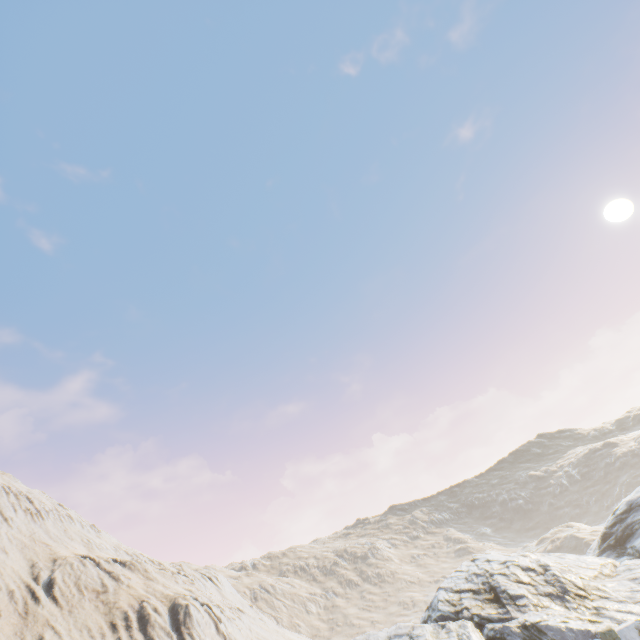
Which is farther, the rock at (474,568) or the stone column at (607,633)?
the rock at (474,568)

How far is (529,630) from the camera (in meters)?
16.50

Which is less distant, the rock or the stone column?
the stone column
